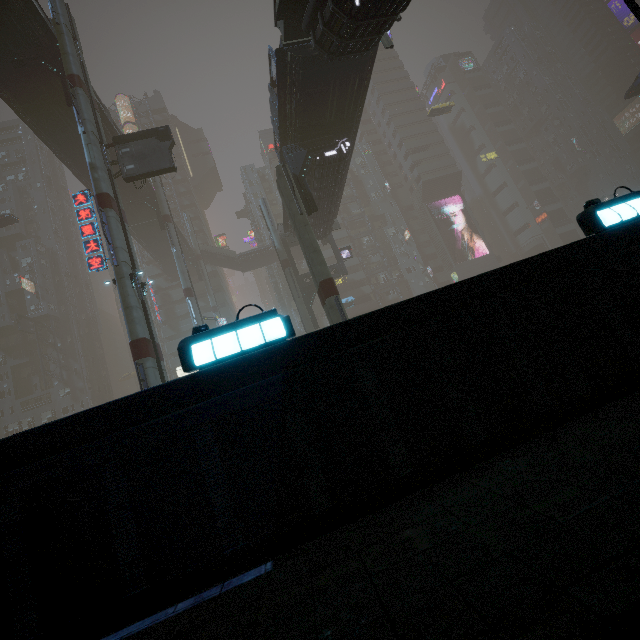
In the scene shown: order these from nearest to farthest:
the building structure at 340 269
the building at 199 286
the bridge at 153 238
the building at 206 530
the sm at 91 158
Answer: the building at 206 530 → the sm at 91 158 → the bridge at 153 238 → the building structure at 340 269 → the building at 199 286

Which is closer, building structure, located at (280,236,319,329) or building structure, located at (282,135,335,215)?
building structure, located at (282,135,335,215)

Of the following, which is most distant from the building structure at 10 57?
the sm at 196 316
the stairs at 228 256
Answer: the stairs at 228 256

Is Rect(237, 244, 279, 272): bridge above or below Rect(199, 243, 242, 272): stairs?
below

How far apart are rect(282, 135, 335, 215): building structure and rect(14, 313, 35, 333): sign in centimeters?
5534cm

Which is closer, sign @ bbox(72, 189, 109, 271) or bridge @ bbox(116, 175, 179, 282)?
sign @ bbox(72, 189, 109, 271)

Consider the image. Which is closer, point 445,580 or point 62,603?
point 445,580

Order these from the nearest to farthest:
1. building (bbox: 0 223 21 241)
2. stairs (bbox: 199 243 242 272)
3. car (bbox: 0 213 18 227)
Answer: car (bbox: 0 213 18 227) < stairs (bbox: 199 243 242 272) < building (bbox: 0 223 21 241)
